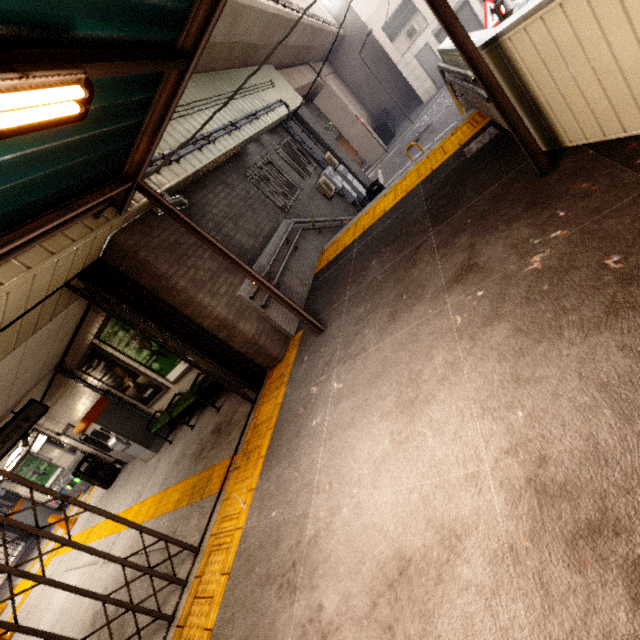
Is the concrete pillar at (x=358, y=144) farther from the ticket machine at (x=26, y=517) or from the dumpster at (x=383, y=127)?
the ticket machine at (x=26, y=517)

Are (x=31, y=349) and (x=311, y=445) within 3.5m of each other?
no

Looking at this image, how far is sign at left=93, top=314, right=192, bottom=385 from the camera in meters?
6.1 m

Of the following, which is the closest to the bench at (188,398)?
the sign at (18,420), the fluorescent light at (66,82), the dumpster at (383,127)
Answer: the sign at (18,420)

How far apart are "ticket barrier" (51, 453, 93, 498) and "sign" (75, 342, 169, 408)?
9.7 meters

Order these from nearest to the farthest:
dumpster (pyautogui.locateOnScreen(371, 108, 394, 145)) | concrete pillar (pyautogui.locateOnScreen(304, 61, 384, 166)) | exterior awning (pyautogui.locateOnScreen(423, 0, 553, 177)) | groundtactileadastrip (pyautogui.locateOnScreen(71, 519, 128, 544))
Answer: exterior awning (pyautogui.locateOnScreen(423, 0, 553, 177))
groundtactileadastrip (pyautogui.locateOnScreen(71, 519, 128, 544))
concrete pillar (pyautogui.locateOnScreen(304, 61, 384, 166))
dumpster (pyautogui.locateOnScreen(371, 108, 394, 145))

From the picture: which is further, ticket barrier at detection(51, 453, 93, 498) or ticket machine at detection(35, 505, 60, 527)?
ticket machine at detection(35, 505, 60, 527)

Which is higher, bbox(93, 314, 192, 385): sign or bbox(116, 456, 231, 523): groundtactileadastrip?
bbox(93, 314, 192, 385): sign
